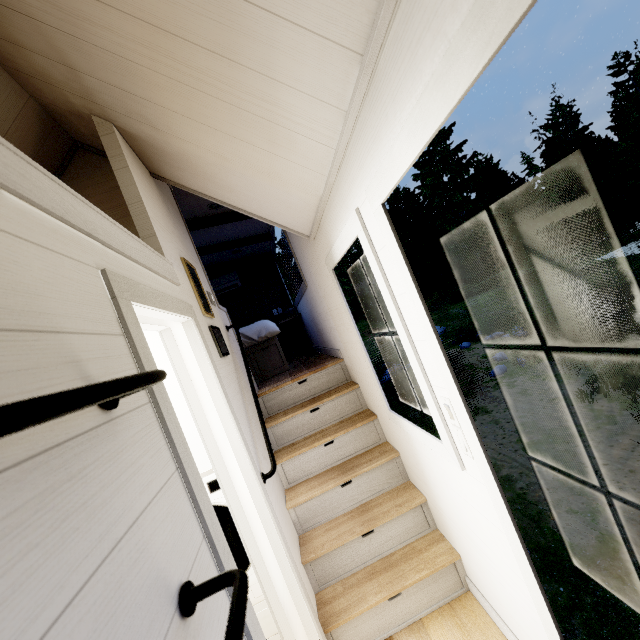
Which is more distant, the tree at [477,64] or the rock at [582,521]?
the rock at [582,521]

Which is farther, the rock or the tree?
the rock

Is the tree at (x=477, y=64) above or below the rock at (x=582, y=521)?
above

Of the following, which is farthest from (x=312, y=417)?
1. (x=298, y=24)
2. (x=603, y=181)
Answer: (x=603, y=181)

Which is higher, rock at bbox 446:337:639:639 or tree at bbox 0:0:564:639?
tree at bbox 0:0:564:639
